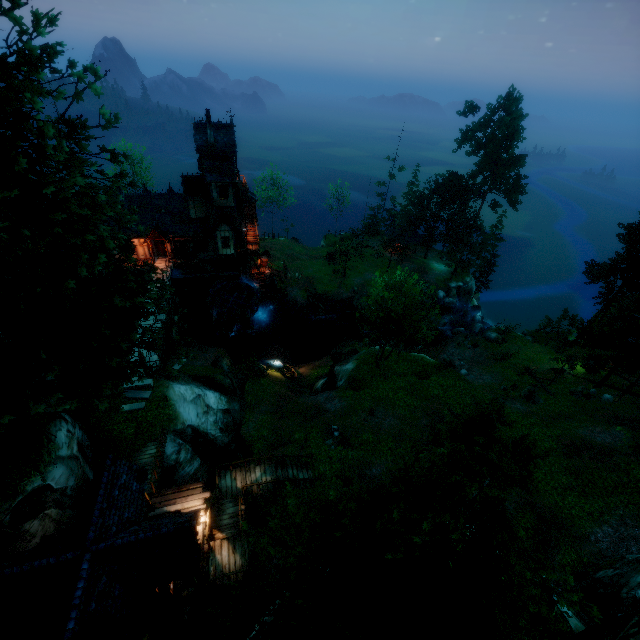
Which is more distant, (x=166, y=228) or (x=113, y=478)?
(x=166, y=228)

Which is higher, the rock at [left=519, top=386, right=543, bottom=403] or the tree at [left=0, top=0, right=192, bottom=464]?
the tree at [left=0, top=0, right=192, bottom=464]

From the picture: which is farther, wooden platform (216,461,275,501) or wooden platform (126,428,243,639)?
wooden platform (216,461,275,501)

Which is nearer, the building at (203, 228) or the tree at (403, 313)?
the tree at (403, 313)

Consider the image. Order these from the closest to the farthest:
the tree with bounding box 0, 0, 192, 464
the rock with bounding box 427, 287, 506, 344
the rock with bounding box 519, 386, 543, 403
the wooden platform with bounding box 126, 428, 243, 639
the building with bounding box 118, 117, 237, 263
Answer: the tree with bounding box 0, 0, 192, 464, the wooden platform with bounding box 126, 428, 243, 639, the rock with bounding box 519, 386, 543, 403, the building with bounding box 118, 117, 237, 263, the rock with bounding box 427, 287, 506, 344

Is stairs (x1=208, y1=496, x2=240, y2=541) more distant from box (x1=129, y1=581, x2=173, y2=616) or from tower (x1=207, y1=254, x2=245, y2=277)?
tower (x1=207, y1=254, x2=245, y2=277)

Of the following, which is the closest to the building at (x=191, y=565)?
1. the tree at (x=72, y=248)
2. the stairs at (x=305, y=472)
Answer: the tree at (x=72, y=248)

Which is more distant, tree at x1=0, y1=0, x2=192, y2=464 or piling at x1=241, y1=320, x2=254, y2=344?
piling at x1=241, y1=320, x2=254, y2=344
